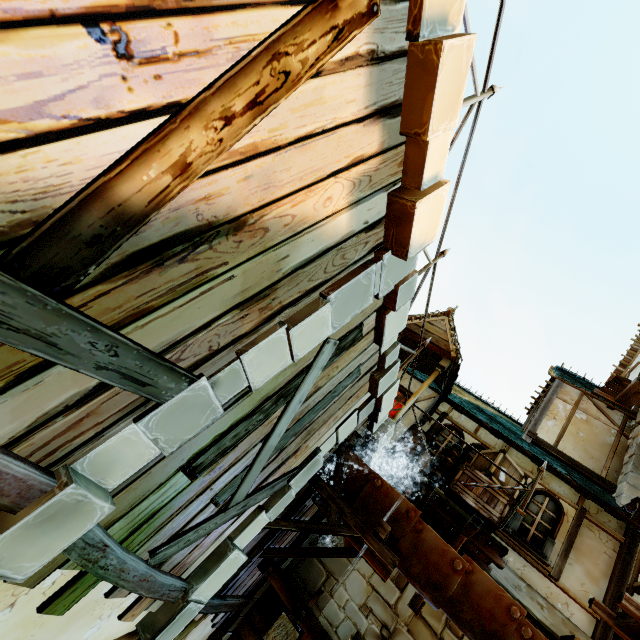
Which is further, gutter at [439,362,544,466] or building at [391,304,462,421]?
building at [391,304,462,421]

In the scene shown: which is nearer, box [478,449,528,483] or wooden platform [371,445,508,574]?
wooden platform [371,445,508,574]

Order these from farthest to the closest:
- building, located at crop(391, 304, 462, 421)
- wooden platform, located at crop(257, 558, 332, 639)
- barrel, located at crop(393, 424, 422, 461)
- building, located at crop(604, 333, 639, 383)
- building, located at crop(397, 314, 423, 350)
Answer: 1. building, located at crop(604, 333, 639, 383)
2. building, located at crop(397, 314, 423, 350)
3. building, located at crop(391, 304, 462, 421)
4. barrel, located at crop(393, 424, 422, 461)
5. wooden platform, located at crop(257, 558, 332, 639)

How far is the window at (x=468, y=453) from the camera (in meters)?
8.28

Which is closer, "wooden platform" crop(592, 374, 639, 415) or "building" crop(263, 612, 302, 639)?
"building" crop(263, 612, 302, 639)

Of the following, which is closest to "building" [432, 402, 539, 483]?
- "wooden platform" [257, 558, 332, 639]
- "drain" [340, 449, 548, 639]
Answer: "drain" [340, 449, 548, 639]

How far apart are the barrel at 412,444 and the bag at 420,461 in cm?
9

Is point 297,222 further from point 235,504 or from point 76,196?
point 235,504
